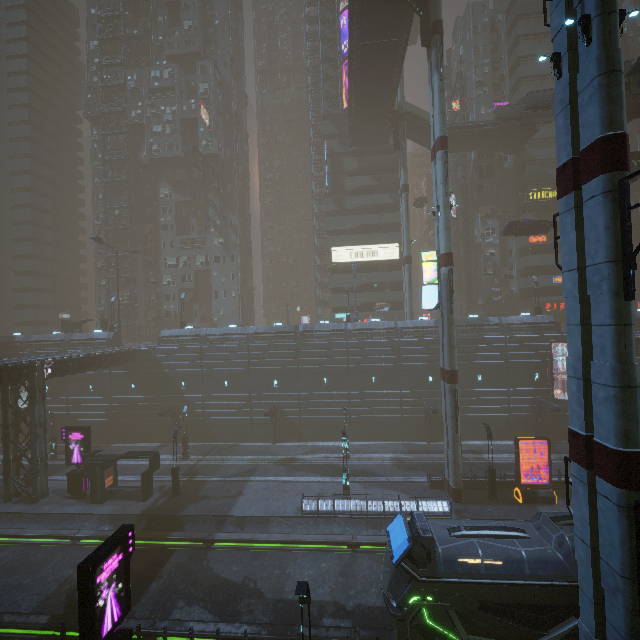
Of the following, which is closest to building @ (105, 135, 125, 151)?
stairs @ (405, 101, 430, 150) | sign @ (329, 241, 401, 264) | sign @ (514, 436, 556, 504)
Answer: sign @ (329, 241, 401, 264)

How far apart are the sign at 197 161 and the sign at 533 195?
48.33m

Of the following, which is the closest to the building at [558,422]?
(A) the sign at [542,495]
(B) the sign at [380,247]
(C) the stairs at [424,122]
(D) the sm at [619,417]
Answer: (B) the sign at [380,247]

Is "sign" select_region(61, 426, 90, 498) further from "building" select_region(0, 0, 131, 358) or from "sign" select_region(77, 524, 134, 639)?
"sign" select_region(77, 524, 134, 639)

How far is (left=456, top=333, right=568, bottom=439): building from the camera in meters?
35.9

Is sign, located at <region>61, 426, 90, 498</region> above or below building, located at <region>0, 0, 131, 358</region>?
below

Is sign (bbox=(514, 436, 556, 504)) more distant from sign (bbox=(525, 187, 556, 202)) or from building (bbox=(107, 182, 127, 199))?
sign (bbox=(525, 187, 556, 202))

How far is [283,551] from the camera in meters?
21.5
